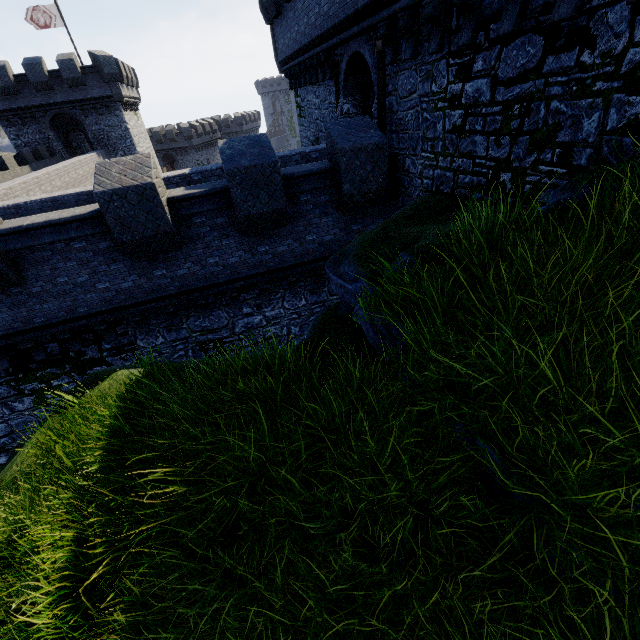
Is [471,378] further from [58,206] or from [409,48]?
[58,206]

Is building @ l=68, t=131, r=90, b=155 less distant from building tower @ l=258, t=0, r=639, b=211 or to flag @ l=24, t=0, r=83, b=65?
flag @ l=24, t=0, r=83, b=65

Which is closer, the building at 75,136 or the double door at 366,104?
the double door at 366,104

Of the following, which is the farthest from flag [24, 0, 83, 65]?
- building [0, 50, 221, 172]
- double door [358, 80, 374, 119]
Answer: double door [358, 80, 374, 119]

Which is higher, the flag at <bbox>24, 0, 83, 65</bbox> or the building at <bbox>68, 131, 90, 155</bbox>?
the flag at <bbox>24, 0, 83, 65</bbox>

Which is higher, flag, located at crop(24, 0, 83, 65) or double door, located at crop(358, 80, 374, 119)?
flag, located at crop(24, 0, 83, 65)

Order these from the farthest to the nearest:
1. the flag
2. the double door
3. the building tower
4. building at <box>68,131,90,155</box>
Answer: building at <box>68,131,90,155</box>
the flag
the double door
the building tower

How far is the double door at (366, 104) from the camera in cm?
1166
